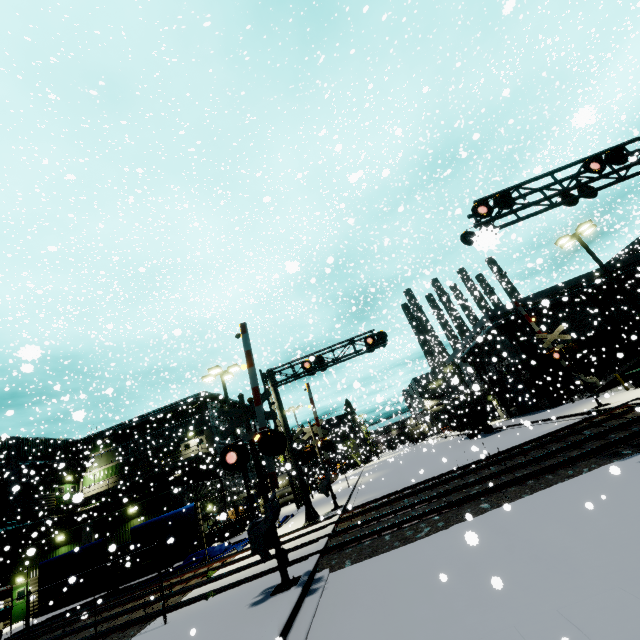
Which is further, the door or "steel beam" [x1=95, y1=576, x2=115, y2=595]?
the door

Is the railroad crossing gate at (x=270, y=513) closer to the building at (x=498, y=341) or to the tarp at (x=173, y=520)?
the tarp at (x=173, y=520)

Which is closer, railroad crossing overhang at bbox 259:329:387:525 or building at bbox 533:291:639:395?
railroad crossing overhang at bbox 259:329:387:525

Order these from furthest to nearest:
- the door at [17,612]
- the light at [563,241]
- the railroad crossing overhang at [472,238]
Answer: the door at [17,612] → the light at [563,241] → the railroad crossing overhang at [472,238]

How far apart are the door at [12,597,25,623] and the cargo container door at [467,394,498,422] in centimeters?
4030cm

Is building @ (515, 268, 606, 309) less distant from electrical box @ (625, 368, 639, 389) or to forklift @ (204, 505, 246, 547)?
forklift @ (204, 505, 246, 547)

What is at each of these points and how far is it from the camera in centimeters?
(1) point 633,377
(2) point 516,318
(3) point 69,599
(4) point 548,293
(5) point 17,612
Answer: (1) electrical box, 2028cm
(2) pipe, 3206cm
(3) steel beam, 2345cm
(4) building, 3322cm
(5) door, 2539cm

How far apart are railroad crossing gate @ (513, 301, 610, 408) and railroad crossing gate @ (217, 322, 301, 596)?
13.6m
